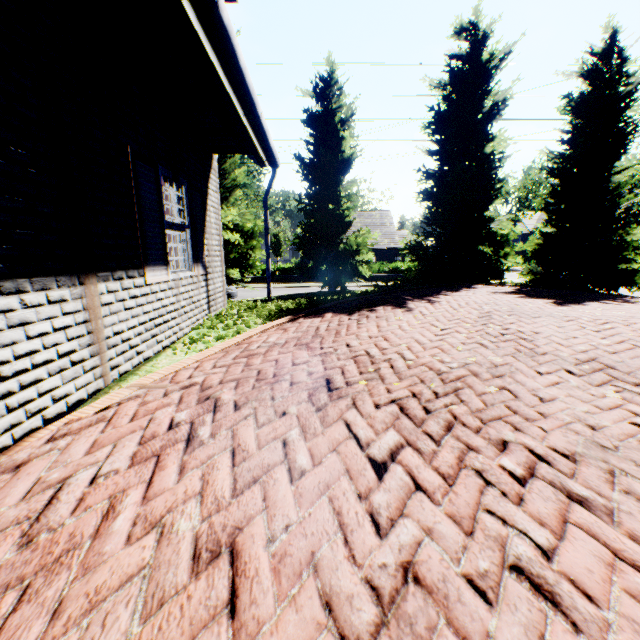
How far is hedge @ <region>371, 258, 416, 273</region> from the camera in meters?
32.0 m

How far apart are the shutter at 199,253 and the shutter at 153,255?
0.93m

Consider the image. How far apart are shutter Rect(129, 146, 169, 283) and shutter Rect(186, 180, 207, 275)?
0.9m

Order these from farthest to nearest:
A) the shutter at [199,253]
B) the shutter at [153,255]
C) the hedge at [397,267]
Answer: the hedge at [397,267], the shutter at [199,253], the shutter at [153,255]

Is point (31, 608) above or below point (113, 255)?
below

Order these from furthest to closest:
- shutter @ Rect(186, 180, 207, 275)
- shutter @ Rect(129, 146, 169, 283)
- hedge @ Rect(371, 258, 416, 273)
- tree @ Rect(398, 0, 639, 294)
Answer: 1. hedge @ Rect(371, 258, 416, 273)
2. tree @ Rect(398, 0, 639, 294)
3. shutter @ Rect(186, 180, 207, 275)
4. shutter @ Rect(129, 146, 169, 283)

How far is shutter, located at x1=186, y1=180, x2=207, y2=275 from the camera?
5.65m

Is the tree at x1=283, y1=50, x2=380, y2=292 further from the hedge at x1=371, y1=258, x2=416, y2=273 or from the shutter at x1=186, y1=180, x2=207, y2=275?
the hedge at x1=371, y1=258, x2=416, y2=273
